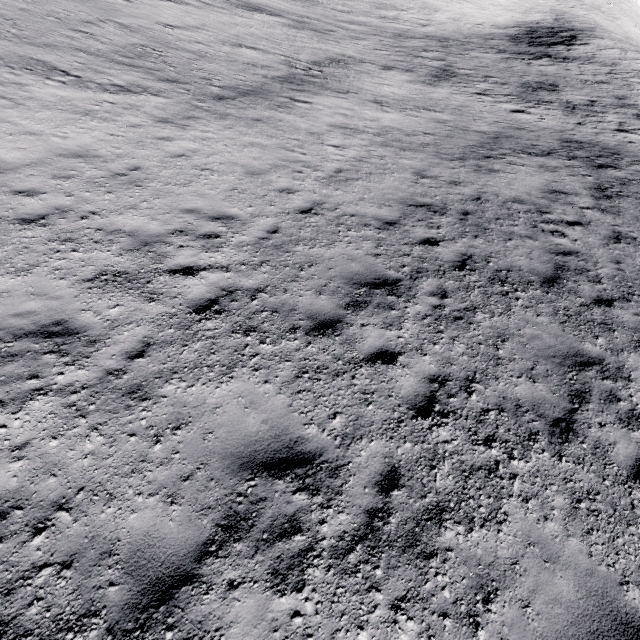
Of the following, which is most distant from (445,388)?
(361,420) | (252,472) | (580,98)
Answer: (580,98)
